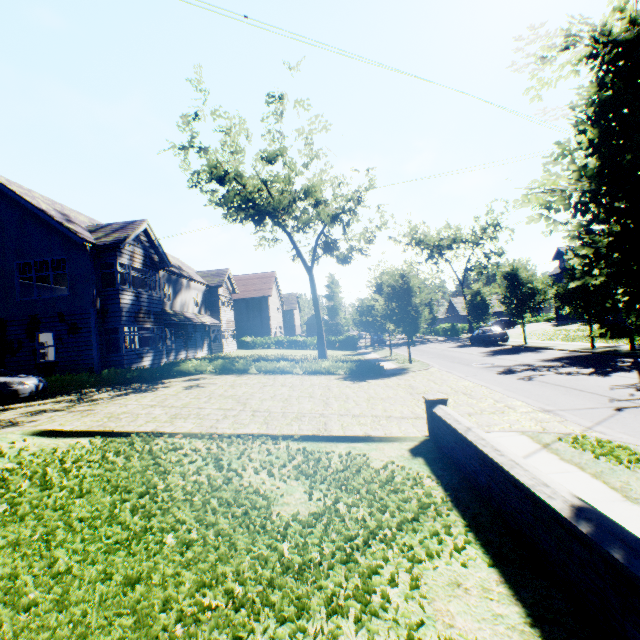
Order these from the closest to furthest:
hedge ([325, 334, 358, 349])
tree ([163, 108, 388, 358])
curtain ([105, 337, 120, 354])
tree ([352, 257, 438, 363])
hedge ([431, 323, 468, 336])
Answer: curtain ([105, 337, 120, 354]) < tree ([352, 257, 438, 363]) < tree ([163, 108, 388, 358]) < hedge ([325, 334, 358, 349]) < hedge ([431, 323, 468, 336])

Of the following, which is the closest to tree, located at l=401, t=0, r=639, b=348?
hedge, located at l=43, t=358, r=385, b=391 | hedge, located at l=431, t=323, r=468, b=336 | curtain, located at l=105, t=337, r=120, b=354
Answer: hedge, located at l=431, t=323, r=468, b=336

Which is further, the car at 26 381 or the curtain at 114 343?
the curtain at 114 343

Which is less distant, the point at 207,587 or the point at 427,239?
the point at 207,587

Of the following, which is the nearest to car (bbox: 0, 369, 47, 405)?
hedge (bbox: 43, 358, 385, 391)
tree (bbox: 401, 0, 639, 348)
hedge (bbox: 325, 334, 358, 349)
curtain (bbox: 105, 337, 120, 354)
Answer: hedge (bbox: 43, 358, 385, 391)

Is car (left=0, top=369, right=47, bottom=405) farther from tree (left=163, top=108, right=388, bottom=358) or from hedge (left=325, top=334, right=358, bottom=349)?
hedge (left=325, top=334, right=358, bottom=349)

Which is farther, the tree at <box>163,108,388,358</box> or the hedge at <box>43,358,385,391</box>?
the tree at <box>163,108,388,358</box>

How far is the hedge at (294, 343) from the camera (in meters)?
40.38
